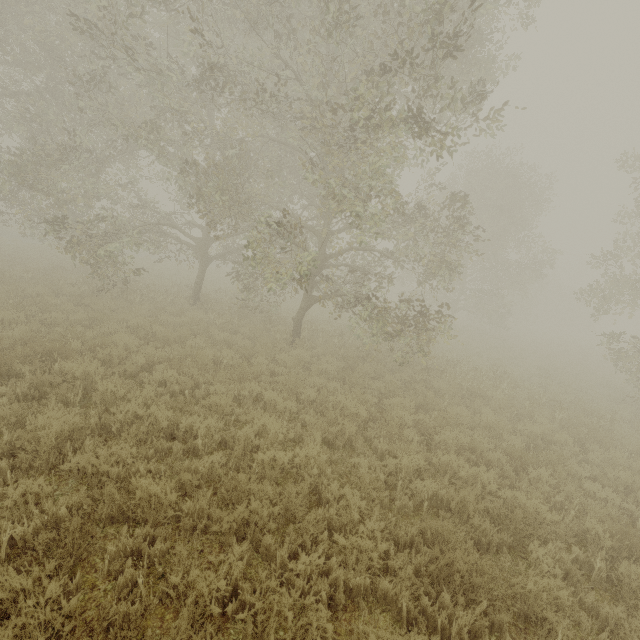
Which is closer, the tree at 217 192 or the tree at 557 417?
the tree at 217 192

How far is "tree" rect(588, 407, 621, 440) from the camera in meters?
9.0

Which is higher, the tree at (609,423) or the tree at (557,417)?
the tree at (609,423)

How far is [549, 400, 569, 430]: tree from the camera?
9.3 meters

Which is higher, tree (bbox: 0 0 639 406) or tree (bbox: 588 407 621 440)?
tree (bbox: 0 0 639 406)

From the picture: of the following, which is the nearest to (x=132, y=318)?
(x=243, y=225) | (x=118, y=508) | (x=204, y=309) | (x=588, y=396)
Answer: (x=204, y=309)

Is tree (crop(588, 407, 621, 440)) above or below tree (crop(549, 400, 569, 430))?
above
